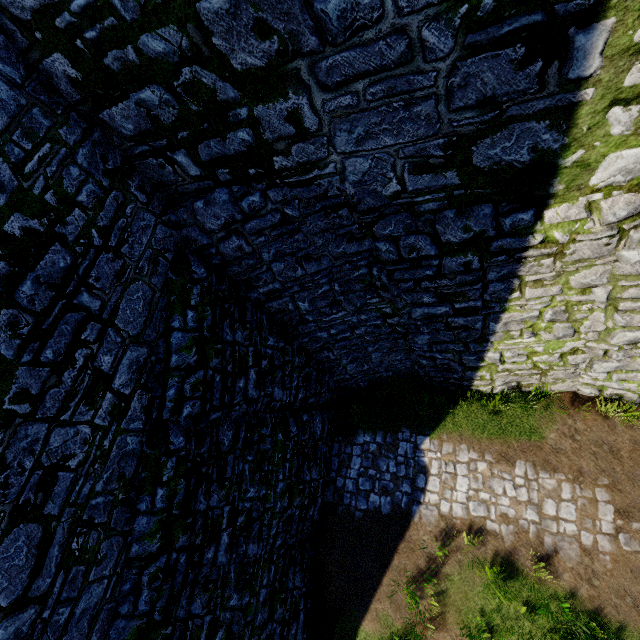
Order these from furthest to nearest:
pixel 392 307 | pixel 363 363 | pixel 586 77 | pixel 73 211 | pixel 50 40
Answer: pixel 363 363, pixel 392 307, pixel 73 211, pixel 50 40, pixel 586 77
